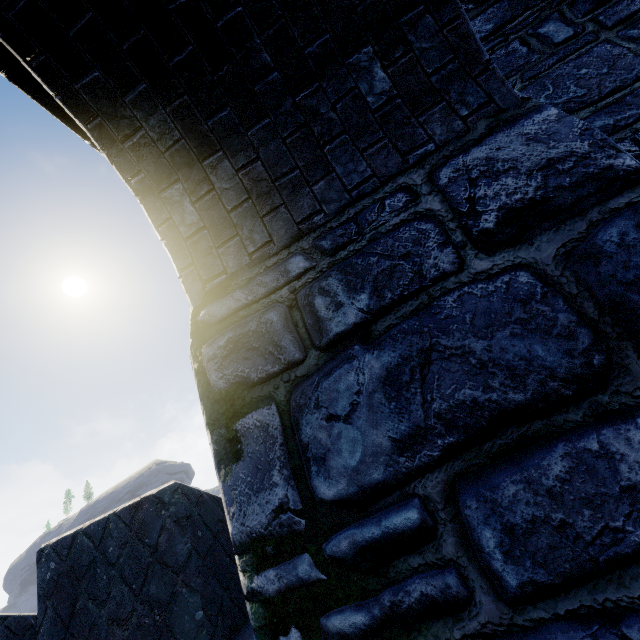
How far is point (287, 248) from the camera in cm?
182
